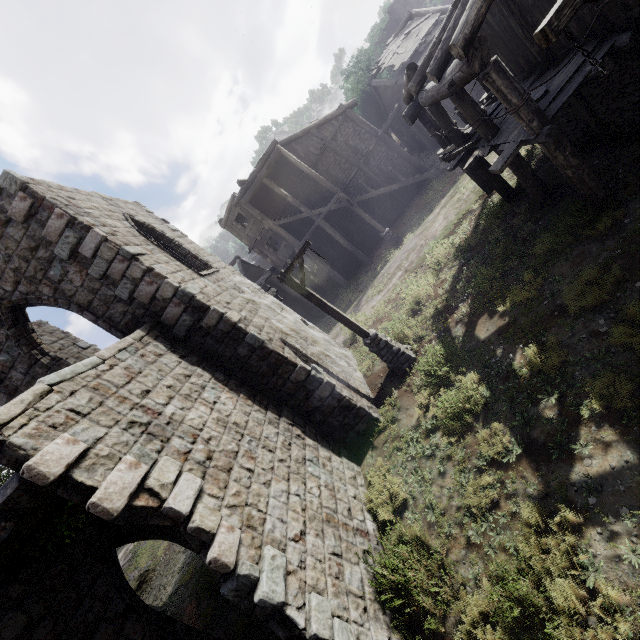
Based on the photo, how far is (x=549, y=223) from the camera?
9.26m

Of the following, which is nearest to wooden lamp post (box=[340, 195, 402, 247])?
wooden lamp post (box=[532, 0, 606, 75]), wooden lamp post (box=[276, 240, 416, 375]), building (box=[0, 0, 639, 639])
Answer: building (box=[0, 0, 639, 639])

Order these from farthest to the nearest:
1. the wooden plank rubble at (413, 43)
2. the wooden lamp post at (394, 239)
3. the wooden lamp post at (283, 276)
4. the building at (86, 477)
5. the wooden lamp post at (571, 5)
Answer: the wooden plank rubble at (413, 43) → the wooden lamp post at (394, 239) → the wooden lamp post at (283, 276) → the building at (86, 477) → the wooden lamp post at (571, 5)

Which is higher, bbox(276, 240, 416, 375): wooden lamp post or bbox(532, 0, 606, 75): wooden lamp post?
bbox(532, 0, 606, 75): wooden lamp post

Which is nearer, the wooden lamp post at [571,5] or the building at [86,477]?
the wooden lamp post at [571,5]

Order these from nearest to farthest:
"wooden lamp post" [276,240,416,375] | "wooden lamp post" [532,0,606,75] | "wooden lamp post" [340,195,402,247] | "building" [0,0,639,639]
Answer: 1. "wooden lamp post" [532,0,606,75]
2. "building" [0,0,639,639]
3. "wooden lamp post" [276,240,416,375]
4. "wooden lamp post" [340,195,402,247]

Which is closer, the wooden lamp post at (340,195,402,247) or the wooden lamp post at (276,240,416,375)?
the wooden lamp post at (276,240,416,375)

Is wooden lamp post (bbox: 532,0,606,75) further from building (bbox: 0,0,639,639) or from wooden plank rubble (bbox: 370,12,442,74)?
wooden plank rubble (bbox: 370,12,442,74)
